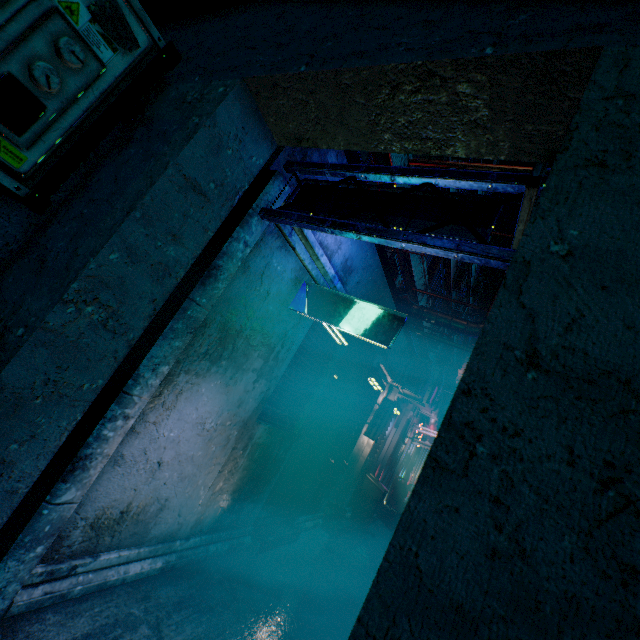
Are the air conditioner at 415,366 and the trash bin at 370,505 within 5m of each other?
yes

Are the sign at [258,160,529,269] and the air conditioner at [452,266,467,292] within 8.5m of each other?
no

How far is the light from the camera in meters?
2.5 m

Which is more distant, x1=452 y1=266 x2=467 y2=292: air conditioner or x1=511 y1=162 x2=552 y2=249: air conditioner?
x1=452 y1=266 x2=467 y2=292: air conditioner

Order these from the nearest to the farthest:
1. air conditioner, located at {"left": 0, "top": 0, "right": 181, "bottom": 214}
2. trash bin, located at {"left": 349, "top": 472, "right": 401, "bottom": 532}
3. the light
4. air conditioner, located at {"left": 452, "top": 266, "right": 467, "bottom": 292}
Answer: air conditioner, located at {"left": 0, "top": 0, "right": 181, "bottom": 214}, the light, trash bin, located at {"left": 349, "top": 472, "right": 401, "bottom": 532}, air conditioner, located at {"left": 452, "top": 266, "right": 467, "bottom": 292}

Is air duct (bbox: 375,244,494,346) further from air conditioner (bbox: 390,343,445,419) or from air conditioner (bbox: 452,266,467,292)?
air conditioner (bbox: 452,266,467,292)

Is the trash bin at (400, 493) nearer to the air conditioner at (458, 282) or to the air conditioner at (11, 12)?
the air conditioner at (458, 282)

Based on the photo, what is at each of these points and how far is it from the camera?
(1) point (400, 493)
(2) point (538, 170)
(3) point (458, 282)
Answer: (1) trash bin, 11.14m
(2) air conditioner, 1.27m
(3) air conditioner, 14.85m
